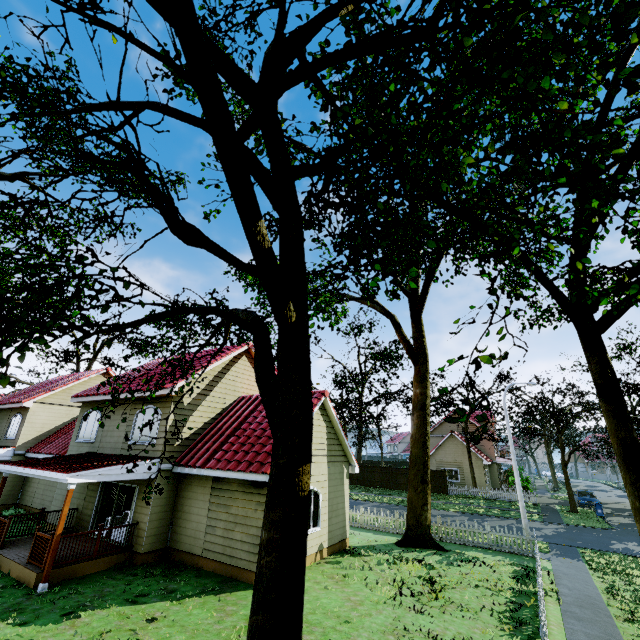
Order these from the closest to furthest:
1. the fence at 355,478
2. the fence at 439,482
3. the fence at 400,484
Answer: the fence at 439,482
the fence at 400,484
the fence at 355,478

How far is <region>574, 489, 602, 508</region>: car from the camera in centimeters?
2845cm

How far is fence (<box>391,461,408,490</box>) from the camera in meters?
35.9

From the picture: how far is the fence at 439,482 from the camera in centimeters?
3391cm

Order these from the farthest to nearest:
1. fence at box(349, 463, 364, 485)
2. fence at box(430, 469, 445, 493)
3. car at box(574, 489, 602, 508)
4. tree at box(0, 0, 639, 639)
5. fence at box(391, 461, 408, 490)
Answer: fence at box(349, 463, 364, 485) → fence at box(391, 461, 408, 490) → fence at box(430, 469, 445, 493) → car at box(574, 489, 602, 508) → tree at box(0, 0, 639, 639)

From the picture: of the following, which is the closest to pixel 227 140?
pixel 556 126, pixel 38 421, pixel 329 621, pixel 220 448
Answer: pixel 556 126
